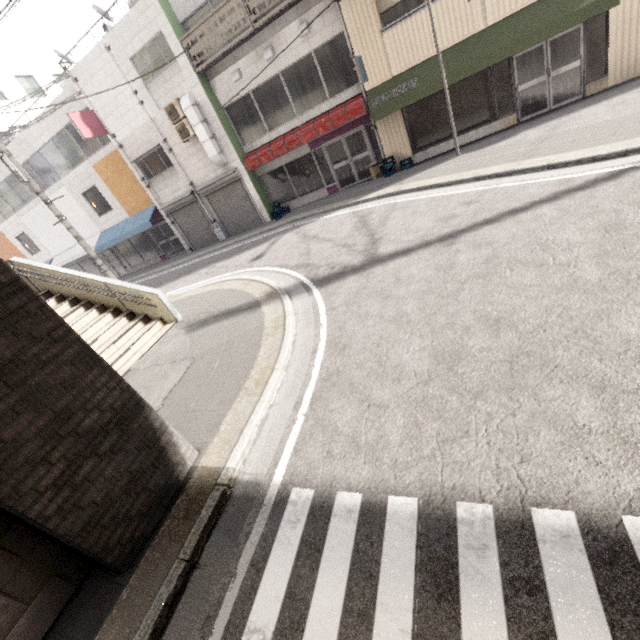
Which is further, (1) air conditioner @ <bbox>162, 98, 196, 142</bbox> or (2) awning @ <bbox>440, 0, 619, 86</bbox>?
(1) air conditioner @ <bbox>162, 98, 196, 142</bbox>

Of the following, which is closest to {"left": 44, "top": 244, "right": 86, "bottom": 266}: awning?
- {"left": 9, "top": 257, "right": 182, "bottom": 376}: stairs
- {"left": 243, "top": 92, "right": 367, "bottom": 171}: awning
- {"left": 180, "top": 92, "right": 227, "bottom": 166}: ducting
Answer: {"left": 180, "top": 92, "right": 227, "bottom": 166}: ducting

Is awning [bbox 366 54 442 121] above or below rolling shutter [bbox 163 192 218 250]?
above

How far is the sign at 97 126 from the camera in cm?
1407

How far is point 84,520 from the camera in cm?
309

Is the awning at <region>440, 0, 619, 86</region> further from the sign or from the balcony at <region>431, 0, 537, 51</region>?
the sign

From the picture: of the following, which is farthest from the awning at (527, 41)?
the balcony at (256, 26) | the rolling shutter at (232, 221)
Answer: the rolling shutter at (232, 221)

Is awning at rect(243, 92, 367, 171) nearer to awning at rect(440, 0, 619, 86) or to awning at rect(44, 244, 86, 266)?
awning at rect(440, 0, 619, 86)
